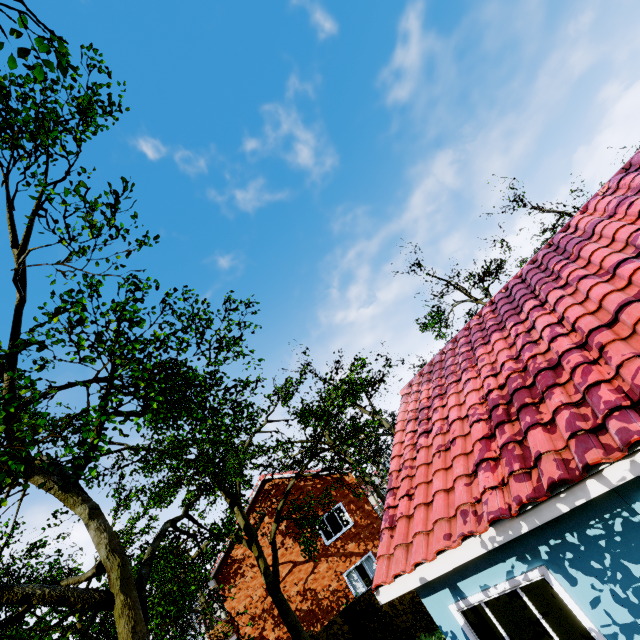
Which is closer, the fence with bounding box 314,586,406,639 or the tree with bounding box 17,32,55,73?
the tree with bounding box 17,32,55,73

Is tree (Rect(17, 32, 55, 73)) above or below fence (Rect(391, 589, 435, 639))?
above

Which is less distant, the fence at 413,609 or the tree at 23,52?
the tree at 23,52

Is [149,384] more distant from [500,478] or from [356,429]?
[356,429]

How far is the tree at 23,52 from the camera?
4.89m
